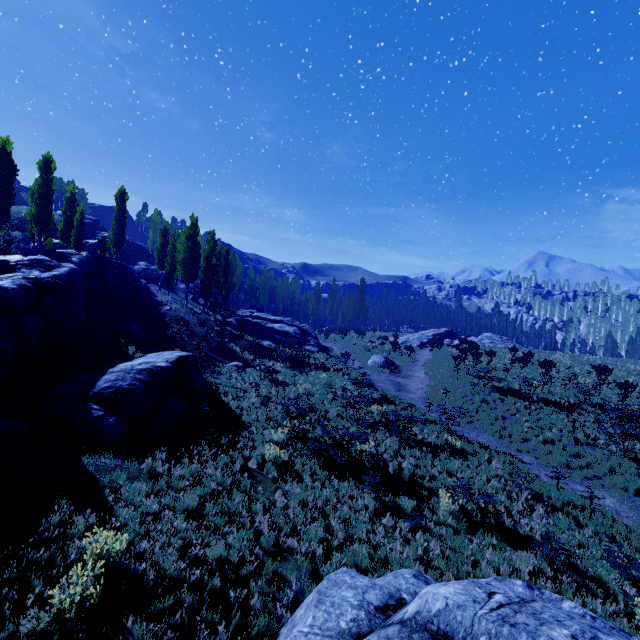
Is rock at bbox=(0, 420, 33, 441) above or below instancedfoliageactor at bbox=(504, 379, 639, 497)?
above

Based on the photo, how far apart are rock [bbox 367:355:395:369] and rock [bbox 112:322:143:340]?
20.7 meters

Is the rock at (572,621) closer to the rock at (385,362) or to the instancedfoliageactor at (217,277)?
the instancedfoliageactor at (217,277)

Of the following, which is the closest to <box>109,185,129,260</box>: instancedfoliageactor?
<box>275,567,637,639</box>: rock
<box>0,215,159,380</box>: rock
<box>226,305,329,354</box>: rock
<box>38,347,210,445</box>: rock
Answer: <box>275,567,637,639</box>: rock

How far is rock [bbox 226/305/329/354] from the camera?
35.8 meters

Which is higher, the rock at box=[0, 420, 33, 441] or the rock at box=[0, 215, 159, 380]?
the rock at box=[0, 215, 159, 380]

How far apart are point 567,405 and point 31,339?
28.39m

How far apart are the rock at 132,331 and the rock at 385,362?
20.72m
